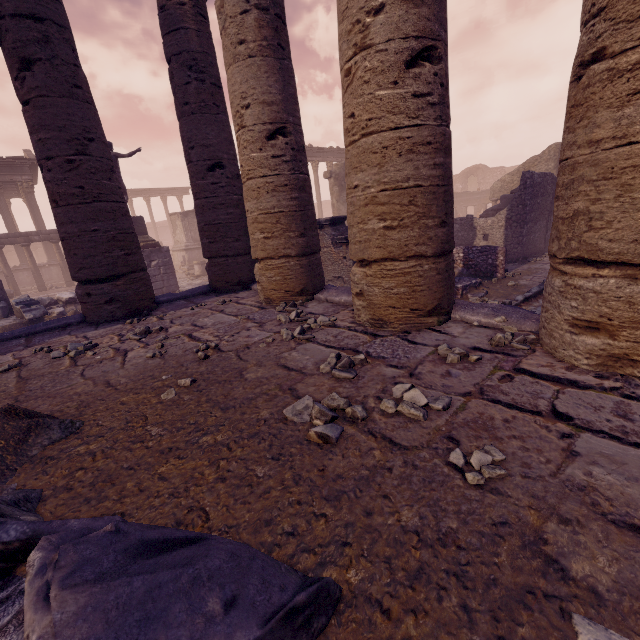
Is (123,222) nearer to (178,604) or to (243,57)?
(243,57)

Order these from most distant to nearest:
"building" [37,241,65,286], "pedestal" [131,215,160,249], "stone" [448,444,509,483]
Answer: "building" [37,241,65,286]
"pedestal" [131,215,160,249]
"stone" [448,444,509,483]

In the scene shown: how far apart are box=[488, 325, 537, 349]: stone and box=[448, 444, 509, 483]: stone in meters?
1.2 m

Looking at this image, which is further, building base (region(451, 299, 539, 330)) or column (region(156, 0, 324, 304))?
column (region(156, 0, 324, 304))

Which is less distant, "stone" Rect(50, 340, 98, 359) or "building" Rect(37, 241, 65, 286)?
"stone" Rect(50, 340, 98, 359)

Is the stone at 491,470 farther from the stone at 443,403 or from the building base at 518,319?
the building base at 518,319

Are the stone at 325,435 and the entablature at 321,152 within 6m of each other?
no

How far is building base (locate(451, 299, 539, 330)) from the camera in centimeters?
287cm
